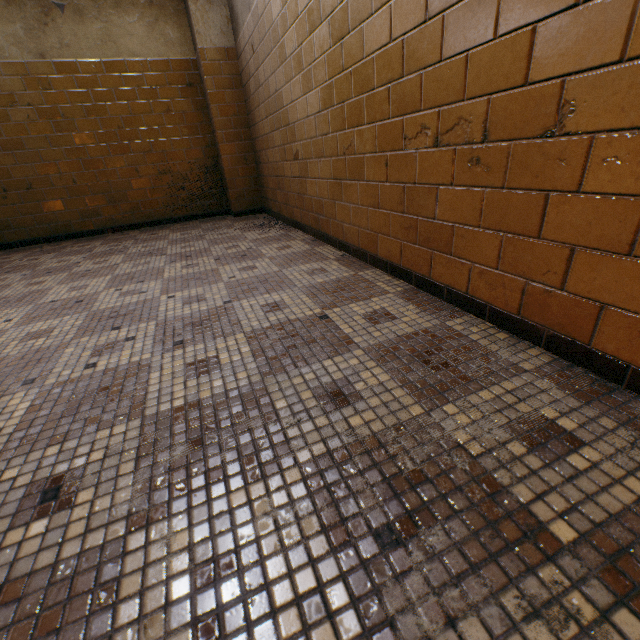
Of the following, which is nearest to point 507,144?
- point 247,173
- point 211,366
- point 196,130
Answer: point 211,366
